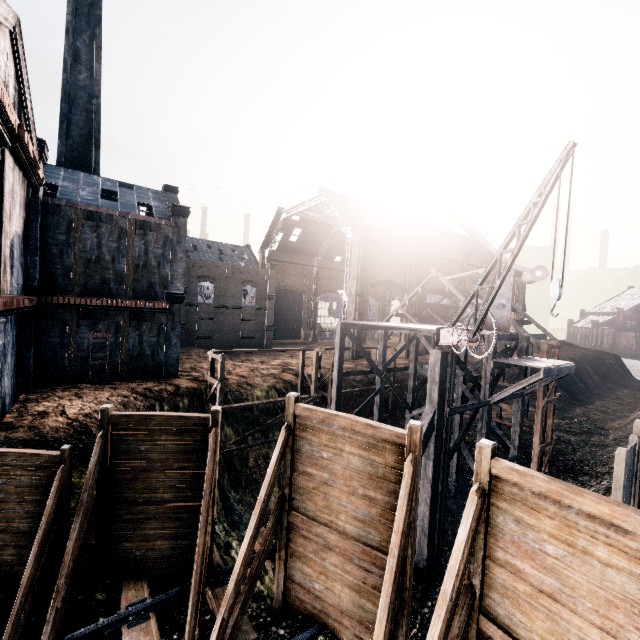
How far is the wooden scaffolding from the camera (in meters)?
15.74

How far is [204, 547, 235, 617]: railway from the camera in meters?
8.5 m

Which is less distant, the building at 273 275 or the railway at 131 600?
the railway at 131 600

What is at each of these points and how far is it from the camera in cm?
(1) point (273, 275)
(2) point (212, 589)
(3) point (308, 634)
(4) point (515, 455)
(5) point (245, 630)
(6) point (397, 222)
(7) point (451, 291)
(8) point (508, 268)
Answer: (1) building, 5478
(2) railway, 884
(3) railway, 766
(4) wooden scaffolding, 2044
(5) railway, 782
(6) building, 5466
(7) wood roof frame, 3453
(8) crane, 1162

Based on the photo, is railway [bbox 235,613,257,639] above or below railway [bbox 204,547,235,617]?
below

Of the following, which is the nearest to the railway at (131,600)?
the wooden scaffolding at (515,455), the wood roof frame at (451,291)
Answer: the wooden scaffolding at (515,455)

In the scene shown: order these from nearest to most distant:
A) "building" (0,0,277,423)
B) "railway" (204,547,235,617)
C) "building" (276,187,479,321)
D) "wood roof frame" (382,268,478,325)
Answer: "railway" (204,547,235,617)
"building" (0,0,277,423)
"wood roof frame" (382,268,478,325)
"building" (276,187,479,321)

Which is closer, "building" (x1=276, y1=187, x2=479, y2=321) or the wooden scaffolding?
the wooden scaffolding
